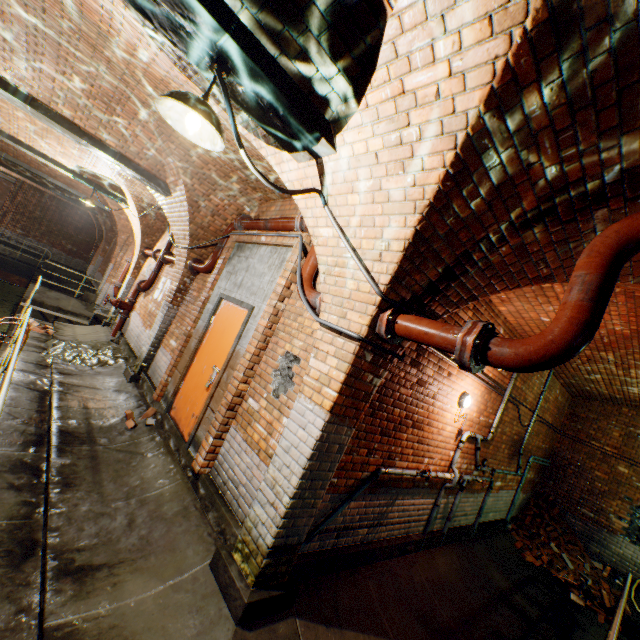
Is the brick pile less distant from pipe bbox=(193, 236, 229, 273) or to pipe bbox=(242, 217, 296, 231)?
pipe bbox=(242, 217, 296, 231)

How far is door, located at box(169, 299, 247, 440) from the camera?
4.8m

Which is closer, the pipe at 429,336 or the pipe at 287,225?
the pipe at 429,336

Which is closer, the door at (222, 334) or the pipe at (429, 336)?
the pipe at (429, 336)

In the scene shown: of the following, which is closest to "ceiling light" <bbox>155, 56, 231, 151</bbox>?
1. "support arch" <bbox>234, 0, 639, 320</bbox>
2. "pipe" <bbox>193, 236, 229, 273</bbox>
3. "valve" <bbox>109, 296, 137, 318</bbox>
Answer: "support arch" <bbox>234, 0, 639, 320</bbox>

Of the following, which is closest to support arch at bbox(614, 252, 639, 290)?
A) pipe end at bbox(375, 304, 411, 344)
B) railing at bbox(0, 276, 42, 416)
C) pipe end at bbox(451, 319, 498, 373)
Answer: pipe end at bbox(375, 304, 411, 344)

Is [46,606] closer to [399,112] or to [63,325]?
[399,112]

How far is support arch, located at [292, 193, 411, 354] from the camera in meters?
2.8
